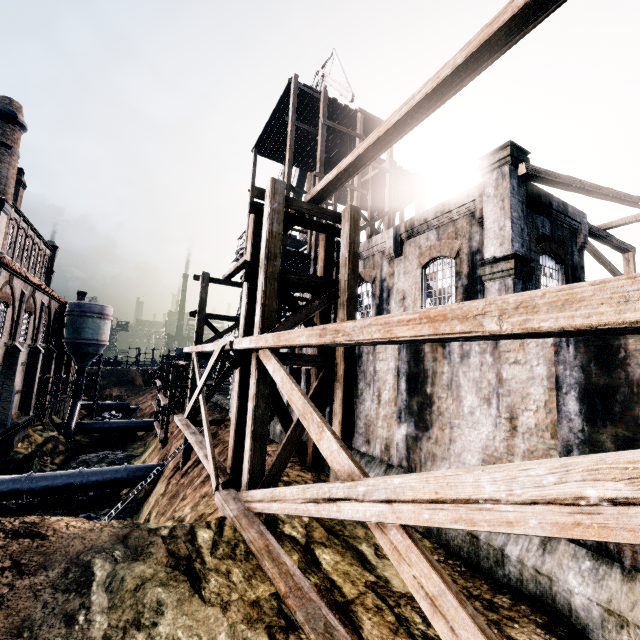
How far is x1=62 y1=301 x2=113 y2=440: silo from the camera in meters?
40.1

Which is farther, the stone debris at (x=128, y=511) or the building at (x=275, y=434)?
the stone debris at (x=128, y=511)

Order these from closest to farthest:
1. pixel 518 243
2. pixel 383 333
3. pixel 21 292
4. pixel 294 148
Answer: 1. pixel 383 333
2. pixel 518 243
3. pixel 21 292
4. pixel 294 148

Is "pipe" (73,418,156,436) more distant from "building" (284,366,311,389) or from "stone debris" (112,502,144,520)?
"building" (284,366,311,389)

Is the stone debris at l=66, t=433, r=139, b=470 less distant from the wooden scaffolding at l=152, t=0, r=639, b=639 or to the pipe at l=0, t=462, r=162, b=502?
the pipe at l=0, t=462, r=162, b=502

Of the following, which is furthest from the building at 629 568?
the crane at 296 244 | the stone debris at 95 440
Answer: the stone debris at 95 440

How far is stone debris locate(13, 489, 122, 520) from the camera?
21.62m

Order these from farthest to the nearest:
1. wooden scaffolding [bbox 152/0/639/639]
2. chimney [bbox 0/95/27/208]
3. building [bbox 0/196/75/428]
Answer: chimney [bbox 0/95/27/208] → building [bbox 0/196/75/428] → wooden scaffolding [bbox 152/0/639/639]
